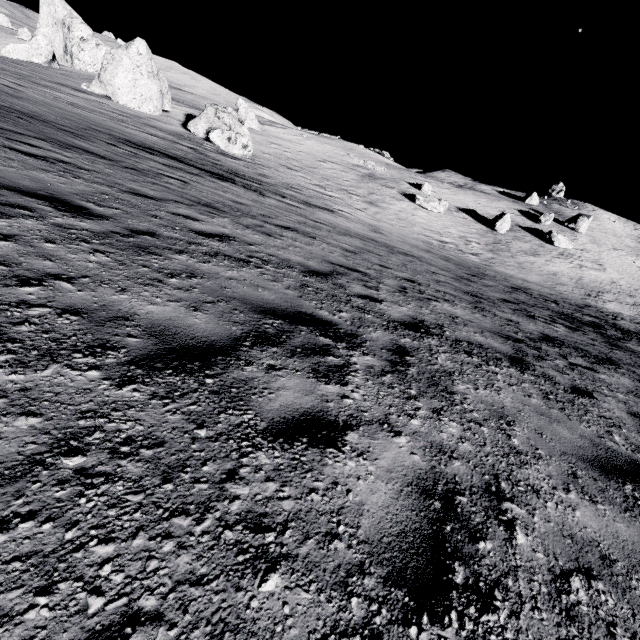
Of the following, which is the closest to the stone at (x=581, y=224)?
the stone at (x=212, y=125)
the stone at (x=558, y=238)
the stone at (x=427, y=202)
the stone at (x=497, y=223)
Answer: the stone at (x=558, y=238)

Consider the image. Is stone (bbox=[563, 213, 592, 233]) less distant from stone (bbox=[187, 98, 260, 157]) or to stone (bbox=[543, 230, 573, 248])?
stone (bbox=[543, 230, 573, 248])

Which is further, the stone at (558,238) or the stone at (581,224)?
the stone at (581,224)

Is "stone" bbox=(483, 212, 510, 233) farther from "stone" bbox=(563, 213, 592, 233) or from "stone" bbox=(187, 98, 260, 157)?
"stone" bbox=(187, 98, 260, 157)

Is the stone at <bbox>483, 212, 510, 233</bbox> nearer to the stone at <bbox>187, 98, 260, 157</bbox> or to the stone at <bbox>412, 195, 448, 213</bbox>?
the stone at <bbox>412, 195, 448, 213</bbox>

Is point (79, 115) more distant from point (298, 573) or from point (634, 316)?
point (634, 316)

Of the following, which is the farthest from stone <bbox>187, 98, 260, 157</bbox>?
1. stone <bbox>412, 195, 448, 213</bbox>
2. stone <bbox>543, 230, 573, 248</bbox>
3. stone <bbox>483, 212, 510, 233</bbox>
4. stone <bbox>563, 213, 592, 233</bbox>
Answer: stone <bbox>563, 213, 592, 233</bbox>
